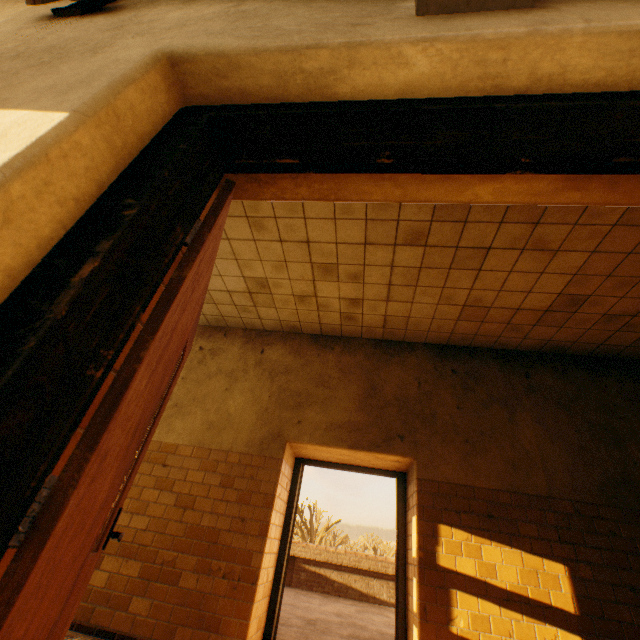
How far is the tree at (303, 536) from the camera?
33.2m

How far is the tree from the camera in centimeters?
3322cm

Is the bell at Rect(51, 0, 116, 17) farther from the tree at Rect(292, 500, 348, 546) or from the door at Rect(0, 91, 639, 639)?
the tree at Rect(292, 500, 348, 546)

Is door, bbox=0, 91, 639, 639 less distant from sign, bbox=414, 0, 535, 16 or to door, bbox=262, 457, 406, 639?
sign, bbox=414, 0, 535, 16

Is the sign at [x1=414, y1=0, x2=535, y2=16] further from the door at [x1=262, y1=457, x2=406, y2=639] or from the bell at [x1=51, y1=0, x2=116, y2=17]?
the door at [x1=262, y1=457, x2=406, y2=639]

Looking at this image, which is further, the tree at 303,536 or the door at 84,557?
the tree at 303,536

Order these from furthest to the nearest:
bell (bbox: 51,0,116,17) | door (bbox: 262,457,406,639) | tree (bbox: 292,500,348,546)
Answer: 1. tree (bbox: 292,500,348,546)
2. door (bbox: 262,457,406,639)
3. bell (bbox: 51,0,116,17)

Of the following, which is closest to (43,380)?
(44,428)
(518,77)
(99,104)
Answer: (44,428)
